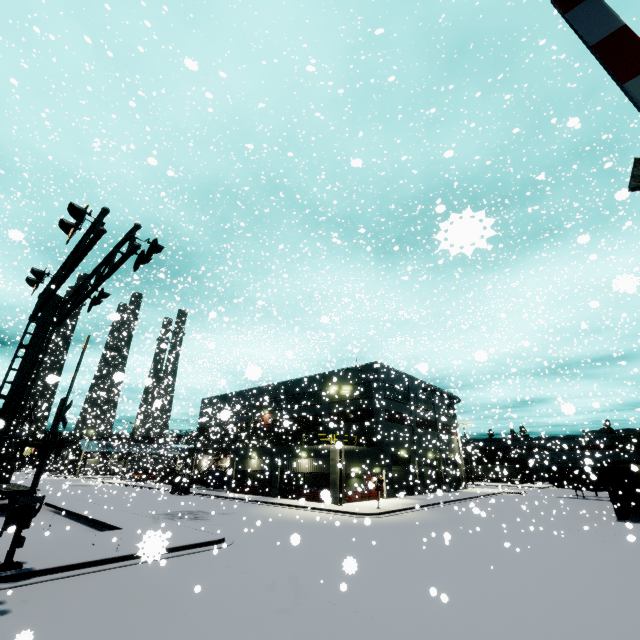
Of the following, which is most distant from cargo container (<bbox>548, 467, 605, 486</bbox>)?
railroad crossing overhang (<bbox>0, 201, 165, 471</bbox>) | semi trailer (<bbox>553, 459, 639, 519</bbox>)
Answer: railroad crossing overhang (<bbox>0, 201, 165, 471</bbox>)

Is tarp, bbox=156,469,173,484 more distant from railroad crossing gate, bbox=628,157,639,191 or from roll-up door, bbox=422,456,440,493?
railroad crossing gate, bbox=628,157,639,191

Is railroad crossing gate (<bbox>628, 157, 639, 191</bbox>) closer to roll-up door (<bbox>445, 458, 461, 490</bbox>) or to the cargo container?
roll-up door (<bbox>445, 458, 461, 490</bbox>)

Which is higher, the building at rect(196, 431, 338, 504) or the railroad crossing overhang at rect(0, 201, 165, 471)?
the railroad crossing overhang at rect(0, 201, 165, 471)

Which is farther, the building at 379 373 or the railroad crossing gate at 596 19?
the building at 379 373

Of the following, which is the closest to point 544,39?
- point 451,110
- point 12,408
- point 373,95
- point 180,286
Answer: point 12,408

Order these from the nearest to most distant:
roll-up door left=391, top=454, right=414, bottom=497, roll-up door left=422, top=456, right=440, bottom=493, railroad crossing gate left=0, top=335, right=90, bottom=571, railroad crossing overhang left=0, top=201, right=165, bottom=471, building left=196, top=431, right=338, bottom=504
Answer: railroad crossing overhang left=0, top=201, right=165, bottom=471 < railroad crossing gate left=0, top=335, right=90, bottom=571 < building left=196, top=431, right=338, bottom=504 < roll-up door left=422, top=456, right=440, bottom=493 < roll-up door left=391, top=454, right=414, bottom=497

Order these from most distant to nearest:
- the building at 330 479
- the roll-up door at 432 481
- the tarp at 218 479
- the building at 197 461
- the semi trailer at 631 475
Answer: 1. the building at 197 461
2. the tarp at 218 479
3. the roll-up door at 432 481
4. the building at 330 479
5. the semi trailer at 631 475
